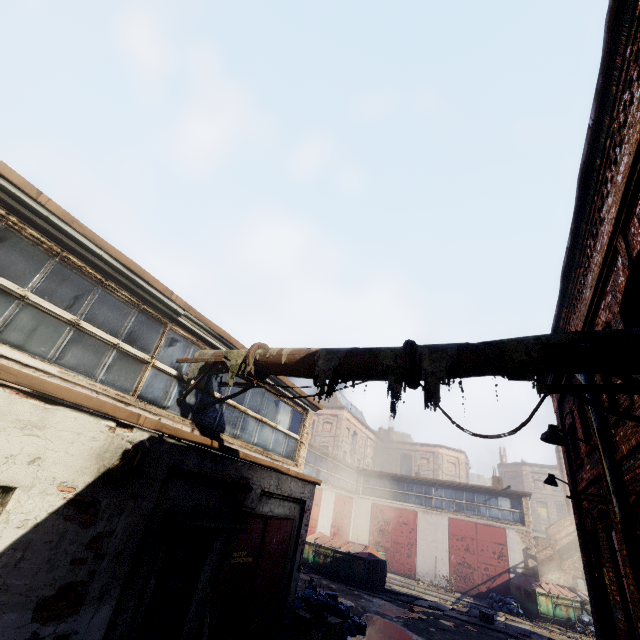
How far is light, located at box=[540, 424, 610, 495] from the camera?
6.2 meters

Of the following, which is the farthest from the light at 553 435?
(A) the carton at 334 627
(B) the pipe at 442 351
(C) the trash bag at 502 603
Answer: (C) the trash bag at 502 603

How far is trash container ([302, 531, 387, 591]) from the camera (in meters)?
16.44

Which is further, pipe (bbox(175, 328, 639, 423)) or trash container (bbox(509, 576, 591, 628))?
trash container (bbox(509, 576, 591, 628))

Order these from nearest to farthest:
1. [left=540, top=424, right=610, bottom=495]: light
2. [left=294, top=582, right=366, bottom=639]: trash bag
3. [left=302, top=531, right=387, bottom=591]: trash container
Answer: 1. [left=540, top=424, right=610, bottom=495]: light
2. [left=294, top=582, right=366, bottom=639]: trash bag
3. [left=302, top=531, right=387, bottom=591]: trash container

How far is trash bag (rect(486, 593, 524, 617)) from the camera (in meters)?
17.53

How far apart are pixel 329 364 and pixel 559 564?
28.0m

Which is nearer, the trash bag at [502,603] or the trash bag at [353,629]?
the trash bag at [353,629]
